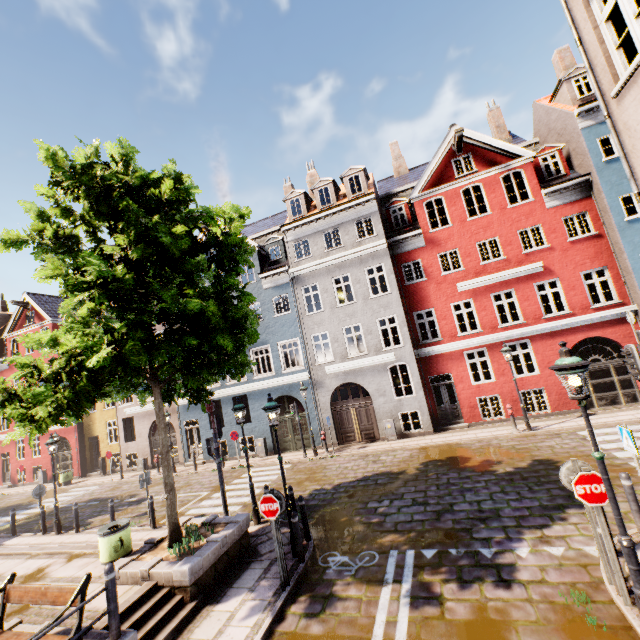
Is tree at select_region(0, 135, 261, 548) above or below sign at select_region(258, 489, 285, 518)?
above

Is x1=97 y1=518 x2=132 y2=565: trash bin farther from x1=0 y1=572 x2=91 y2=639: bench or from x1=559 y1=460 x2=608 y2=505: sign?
x1=559 y1=460 x2=608 y2=505: sign

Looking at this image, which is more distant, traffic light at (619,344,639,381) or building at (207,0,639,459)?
building at (207,0,639,459)

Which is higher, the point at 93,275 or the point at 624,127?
the point at 624,127

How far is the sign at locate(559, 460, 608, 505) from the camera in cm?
496

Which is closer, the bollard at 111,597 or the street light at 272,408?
the bollard at 111,597

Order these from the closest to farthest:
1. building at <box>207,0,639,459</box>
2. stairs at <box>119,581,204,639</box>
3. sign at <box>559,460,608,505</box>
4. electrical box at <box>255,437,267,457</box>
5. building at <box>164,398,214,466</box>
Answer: sign at <box>559,460,608,505</box> < stairs at <box>119,581,204,639</box> < building at <box>207,0,639,459</box> < electrical box at <box>255,437,267,457</box> < building at <box>164,398,214,466</box>

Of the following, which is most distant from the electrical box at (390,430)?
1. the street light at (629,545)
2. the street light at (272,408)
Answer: the street light at (629,545)
